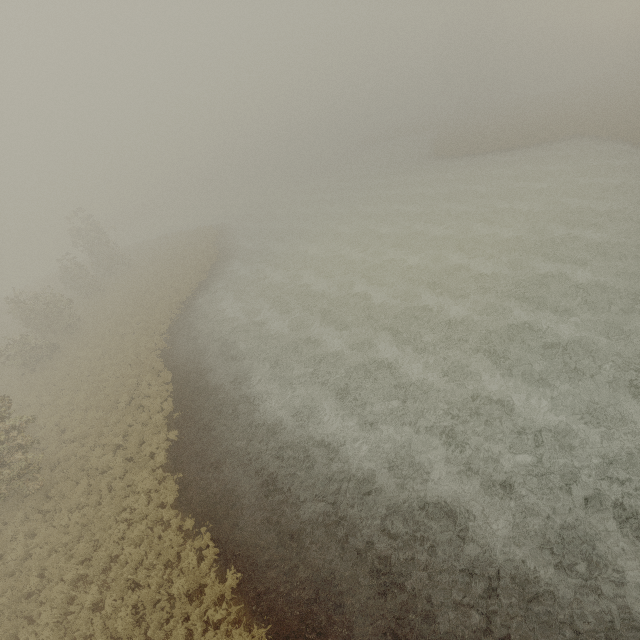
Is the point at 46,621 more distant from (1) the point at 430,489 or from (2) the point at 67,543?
(1) the point at 430,489
